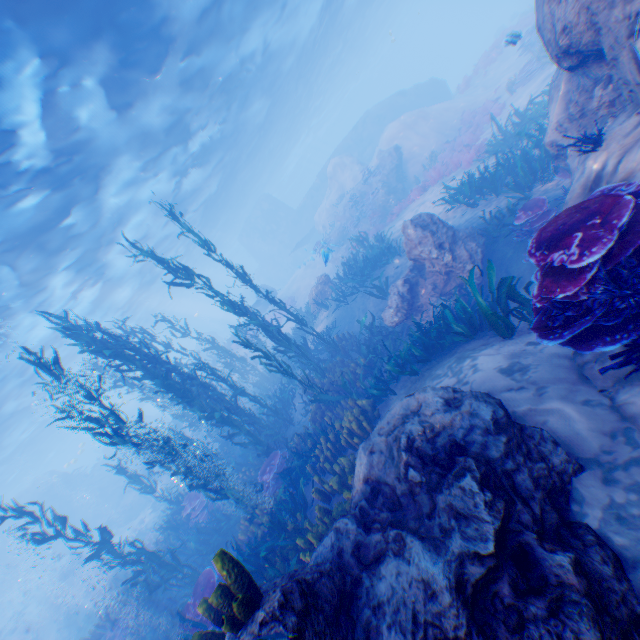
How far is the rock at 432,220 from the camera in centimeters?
899cm

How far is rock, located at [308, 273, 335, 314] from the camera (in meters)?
17.03

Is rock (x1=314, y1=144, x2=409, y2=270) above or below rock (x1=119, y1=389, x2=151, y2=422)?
below

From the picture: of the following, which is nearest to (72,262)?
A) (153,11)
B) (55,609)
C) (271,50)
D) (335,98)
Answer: (153,11)

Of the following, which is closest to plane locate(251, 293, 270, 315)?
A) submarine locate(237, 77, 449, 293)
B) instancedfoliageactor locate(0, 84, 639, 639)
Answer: submarine locate(237, 77, 449, 293)

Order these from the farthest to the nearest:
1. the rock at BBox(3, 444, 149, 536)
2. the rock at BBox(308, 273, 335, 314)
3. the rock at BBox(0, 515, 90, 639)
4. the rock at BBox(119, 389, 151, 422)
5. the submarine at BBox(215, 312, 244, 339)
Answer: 1. the submarine at BBox(215, 312, 244, 339)
2. the rock at BBox(119, 389, 151, 422)
3. the rock at BBox(3, 444, 149, 536)
4. the rock at BBox(0, 515, 90, 639)
5. the rock at BBox(308, 273, 335, 314)

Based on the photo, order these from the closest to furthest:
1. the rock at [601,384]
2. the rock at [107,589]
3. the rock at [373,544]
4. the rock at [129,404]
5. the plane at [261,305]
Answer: the rock at [373,544]
the rock at [601,384]
the rock at [107,589]
the plane at [261,305]
the rock at [129,404]

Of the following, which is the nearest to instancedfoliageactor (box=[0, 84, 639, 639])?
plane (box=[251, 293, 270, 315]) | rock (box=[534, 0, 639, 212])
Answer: rock (box=[534, 0, 639, 212])
